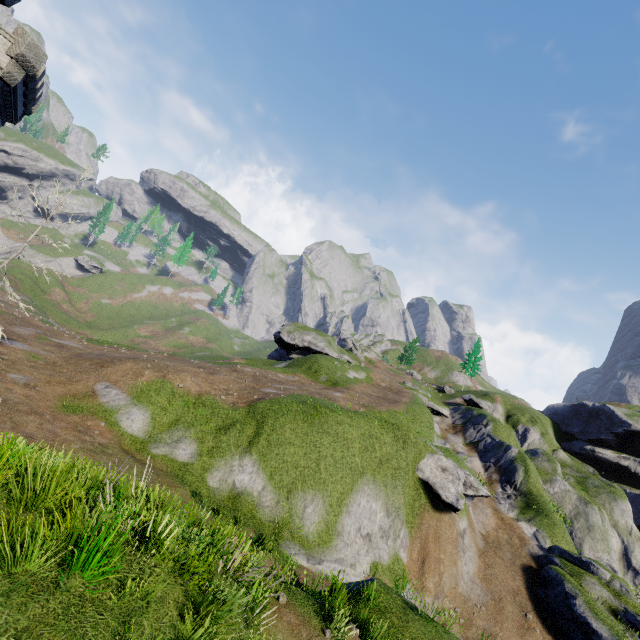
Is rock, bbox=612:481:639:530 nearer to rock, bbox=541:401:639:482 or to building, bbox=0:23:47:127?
rock, bbox=541:401:639:482

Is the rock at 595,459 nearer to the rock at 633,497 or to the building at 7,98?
the rock at 633,497

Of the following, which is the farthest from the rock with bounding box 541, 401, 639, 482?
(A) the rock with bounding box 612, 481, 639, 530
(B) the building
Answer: (B) the building

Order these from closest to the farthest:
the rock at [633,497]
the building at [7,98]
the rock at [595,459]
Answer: the building at [7,98], the rock at [633,497], the rock at [595,459]

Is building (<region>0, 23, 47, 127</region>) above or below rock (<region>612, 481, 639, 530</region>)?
above

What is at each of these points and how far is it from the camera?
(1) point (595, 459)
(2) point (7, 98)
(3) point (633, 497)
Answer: (1) rock, 43.9m
(2) building, 22.5m
(3) rock, 40.4m

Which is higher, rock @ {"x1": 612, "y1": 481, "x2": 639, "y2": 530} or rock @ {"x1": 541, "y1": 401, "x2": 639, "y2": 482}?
rock @ {"x1": 541, "y1": 401, "x2": 639, "y2": 482}
